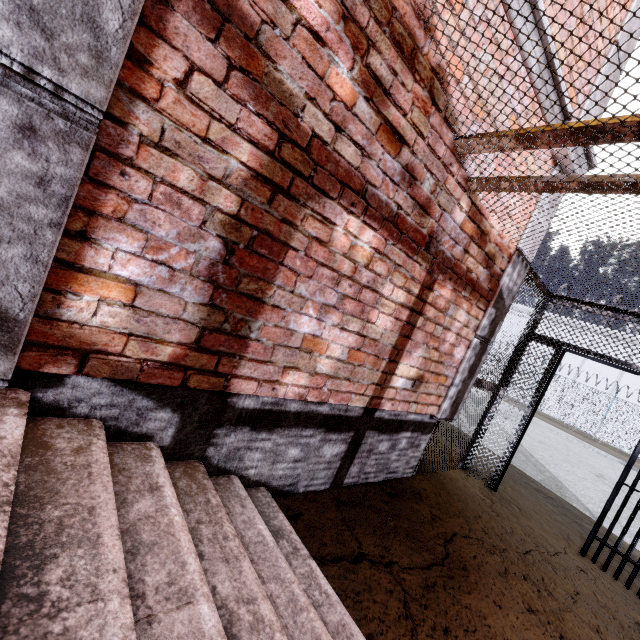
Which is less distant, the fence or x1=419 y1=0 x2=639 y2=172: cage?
x1=419 y1=0 x2=639 y2=172: cage

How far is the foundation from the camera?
1.5 meters

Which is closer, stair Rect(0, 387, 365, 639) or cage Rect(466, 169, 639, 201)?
stair Rect(0, 387, 365, 639)

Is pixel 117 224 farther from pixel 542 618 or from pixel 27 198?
pixel 542 618

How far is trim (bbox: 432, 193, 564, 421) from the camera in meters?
3.4 m

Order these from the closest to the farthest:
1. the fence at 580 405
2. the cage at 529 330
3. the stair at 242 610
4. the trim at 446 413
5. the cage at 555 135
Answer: the stair at 242 610 < the cage at 555 135 < the trim at 446 413 < the cage at 529 330 < the fence at 580 405

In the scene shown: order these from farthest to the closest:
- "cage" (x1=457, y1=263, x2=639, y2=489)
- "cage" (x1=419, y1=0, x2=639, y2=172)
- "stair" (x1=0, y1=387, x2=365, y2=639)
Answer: "cage" (x1=457, y1=263, x2=639, y2=489) → "cage" (x1=419, y1=0, x2=639, y2=172) → "stair" (x1=0, y1=387, x2=365, y2=639)

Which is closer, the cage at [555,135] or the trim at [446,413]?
the cage at [555,135]
